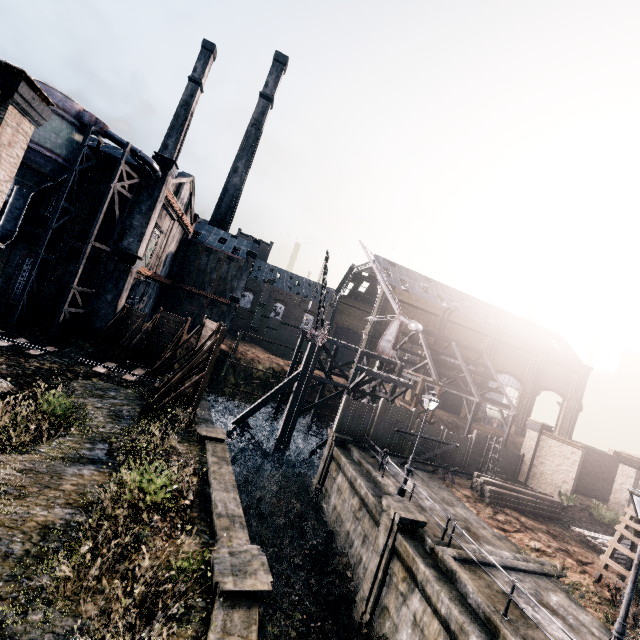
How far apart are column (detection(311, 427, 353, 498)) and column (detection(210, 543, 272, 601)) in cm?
1329

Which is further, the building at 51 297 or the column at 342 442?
the building at 51 297

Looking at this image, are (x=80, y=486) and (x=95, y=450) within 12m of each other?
yes

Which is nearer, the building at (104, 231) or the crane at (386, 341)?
the building at (104, 231)

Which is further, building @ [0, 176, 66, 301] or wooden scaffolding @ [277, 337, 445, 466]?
wooden scaffolding @ [277, 337, 445, 466]

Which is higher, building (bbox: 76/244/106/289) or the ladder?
building (bbox: 76/244/106/289)

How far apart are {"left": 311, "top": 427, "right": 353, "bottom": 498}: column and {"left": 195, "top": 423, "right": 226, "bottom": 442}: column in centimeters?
823cm

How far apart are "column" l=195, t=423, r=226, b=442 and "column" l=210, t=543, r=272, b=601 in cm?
770
